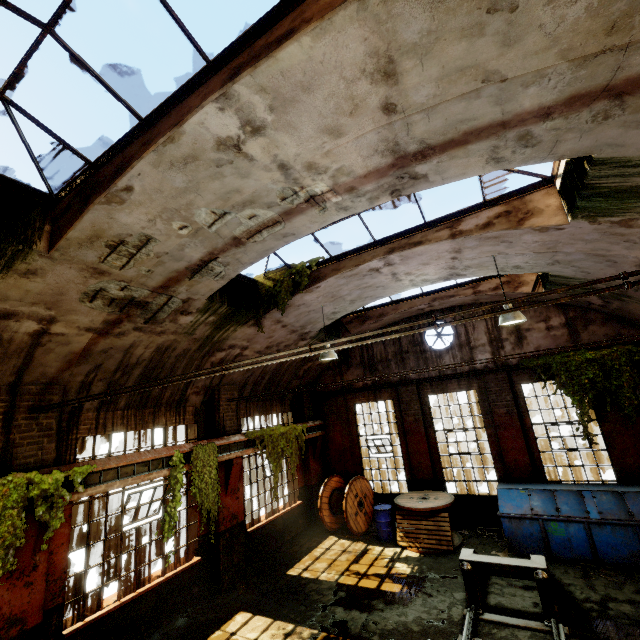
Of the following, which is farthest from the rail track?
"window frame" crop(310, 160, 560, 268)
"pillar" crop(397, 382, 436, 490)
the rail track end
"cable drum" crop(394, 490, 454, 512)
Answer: "window frame" crop(310, 160, 560, 268)

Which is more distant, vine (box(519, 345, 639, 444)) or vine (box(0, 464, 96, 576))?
vine (box(519, 345, 639, 444))

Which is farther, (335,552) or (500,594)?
(335,552)

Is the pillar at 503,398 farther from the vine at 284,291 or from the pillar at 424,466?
the vine at 284,291

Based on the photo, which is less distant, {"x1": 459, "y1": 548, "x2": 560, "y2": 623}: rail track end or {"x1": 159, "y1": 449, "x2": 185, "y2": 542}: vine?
{"x1": 459, "y1": 548, "x2": 560, "y2": 623}: rail track end

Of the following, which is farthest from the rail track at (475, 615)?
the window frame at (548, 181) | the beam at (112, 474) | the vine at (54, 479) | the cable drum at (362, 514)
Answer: the window frame at (548, 181)

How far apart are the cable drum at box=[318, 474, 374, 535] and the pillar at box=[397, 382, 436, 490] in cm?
238

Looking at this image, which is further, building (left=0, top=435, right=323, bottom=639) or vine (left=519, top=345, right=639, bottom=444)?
vine (left=519, top=345, right=639, bottom=444)
